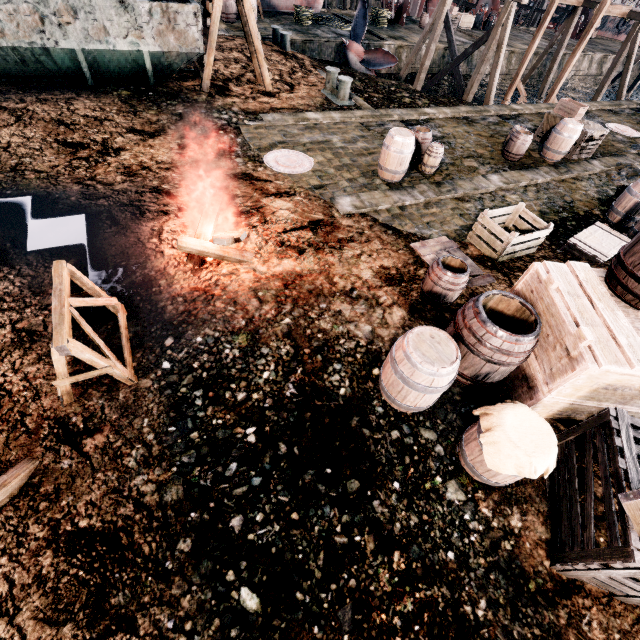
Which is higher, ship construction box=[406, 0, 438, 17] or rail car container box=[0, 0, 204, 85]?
rail car container box=[0, 0, 204, 85]

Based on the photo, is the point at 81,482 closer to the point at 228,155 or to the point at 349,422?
the point at 349,422

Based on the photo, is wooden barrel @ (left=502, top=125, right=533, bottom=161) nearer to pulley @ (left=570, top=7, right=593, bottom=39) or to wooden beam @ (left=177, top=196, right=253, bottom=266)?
wooden beam @ (left=177, top=196, right=253, bottom=266)

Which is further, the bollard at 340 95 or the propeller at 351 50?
the propeller at 351 50

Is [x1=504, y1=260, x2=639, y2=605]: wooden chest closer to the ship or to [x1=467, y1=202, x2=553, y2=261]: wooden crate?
[x1=467, y1=202, x2=553, y2=261]: wooden crate

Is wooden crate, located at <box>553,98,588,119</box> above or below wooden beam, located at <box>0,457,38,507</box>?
above

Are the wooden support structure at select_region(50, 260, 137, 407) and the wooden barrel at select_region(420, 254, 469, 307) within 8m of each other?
yes

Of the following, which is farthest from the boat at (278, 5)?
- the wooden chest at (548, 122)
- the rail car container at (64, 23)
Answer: the wooden chest at (548, 122)
